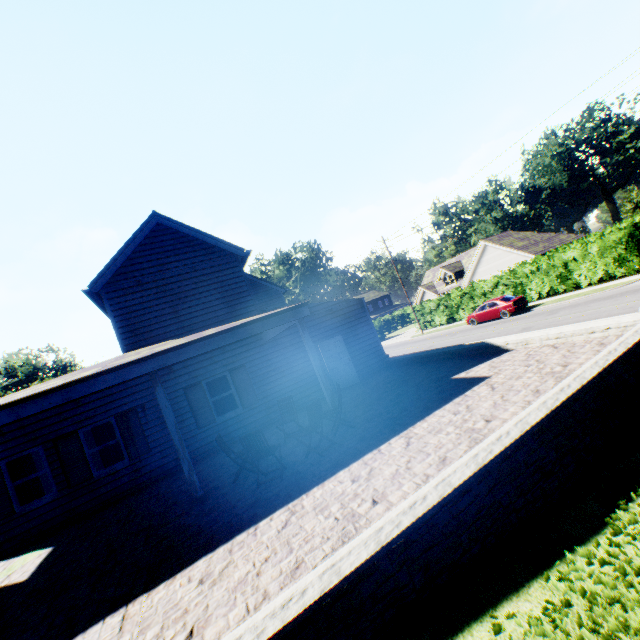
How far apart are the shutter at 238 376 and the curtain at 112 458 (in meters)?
4.03

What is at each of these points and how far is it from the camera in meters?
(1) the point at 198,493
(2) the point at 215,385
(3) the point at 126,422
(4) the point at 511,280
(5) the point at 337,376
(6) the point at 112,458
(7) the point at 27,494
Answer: (1) pillar, 7.2
(2) curtain, 12.6
(3) shutter, 11.0
(4) hedge, 27.8
(5) door, 14.2
(6) curtain, 10.9
(7) curtain, 9.9

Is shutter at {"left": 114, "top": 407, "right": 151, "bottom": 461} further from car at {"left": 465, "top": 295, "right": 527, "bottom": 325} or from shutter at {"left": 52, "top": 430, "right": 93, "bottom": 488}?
car at {"left": 465, "top": 295, "right": 527, "bottom": 325}

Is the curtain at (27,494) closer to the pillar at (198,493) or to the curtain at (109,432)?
the curtain at (109,432)

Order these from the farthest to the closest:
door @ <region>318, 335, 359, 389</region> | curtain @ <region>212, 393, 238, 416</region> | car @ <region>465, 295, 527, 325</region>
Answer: car @ <region>465, 295, 527, 325</region>, door @ <region>318, 335, 359, 389</region>, curtain @ <region>212, 393, 238, 416</region>

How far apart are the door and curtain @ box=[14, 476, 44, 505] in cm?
1036

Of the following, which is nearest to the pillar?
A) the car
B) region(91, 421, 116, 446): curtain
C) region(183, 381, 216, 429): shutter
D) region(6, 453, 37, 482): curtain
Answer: region(183, 381, 216, 429): shutter

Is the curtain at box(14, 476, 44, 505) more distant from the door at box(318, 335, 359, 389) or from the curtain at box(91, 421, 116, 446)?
the door at box(318, 335, 359, 389)
